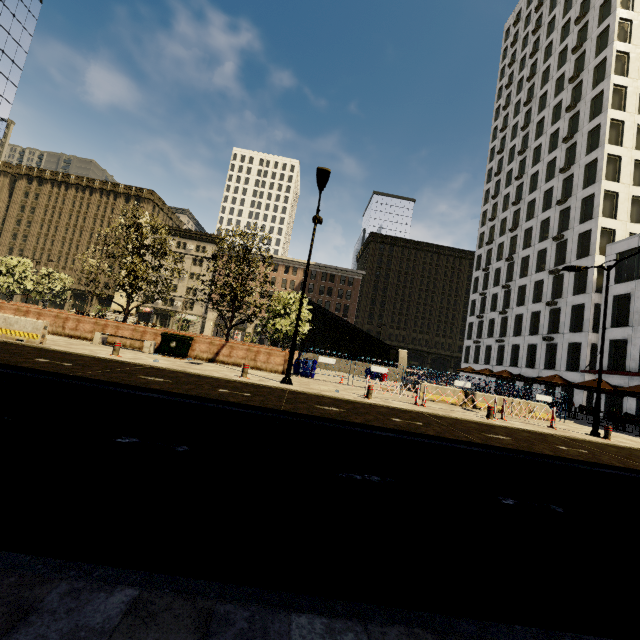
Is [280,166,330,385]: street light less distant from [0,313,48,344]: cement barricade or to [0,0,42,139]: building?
[0,313,48,344]: cement barricade

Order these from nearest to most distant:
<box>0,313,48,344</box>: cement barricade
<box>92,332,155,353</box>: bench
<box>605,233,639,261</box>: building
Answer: <box>0,313,48,344</box>: cement barricade < <box>92,332,155,353</box>: bench < <box>605,233,639,261</box>: building

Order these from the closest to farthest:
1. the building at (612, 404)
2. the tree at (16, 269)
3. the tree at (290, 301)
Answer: the tree at (290, 301) → the building at (612, 404) → the tree at (16, 269)

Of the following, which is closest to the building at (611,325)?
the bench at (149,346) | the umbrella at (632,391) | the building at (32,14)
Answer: the umbrella at (632,391)

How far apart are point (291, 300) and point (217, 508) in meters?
21.8

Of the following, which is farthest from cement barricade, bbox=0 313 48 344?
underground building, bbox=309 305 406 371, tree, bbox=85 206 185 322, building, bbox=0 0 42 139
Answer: building, bbox=0 0 42 139

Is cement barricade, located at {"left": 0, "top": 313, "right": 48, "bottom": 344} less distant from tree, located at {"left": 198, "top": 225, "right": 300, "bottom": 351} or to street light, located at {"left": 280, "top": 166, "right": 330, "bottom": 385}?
tree, located at {"left": 198, "top": 225, "right": 300, "bottom": 351}

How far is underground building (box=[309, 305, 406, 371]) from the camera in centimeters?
3228cm
